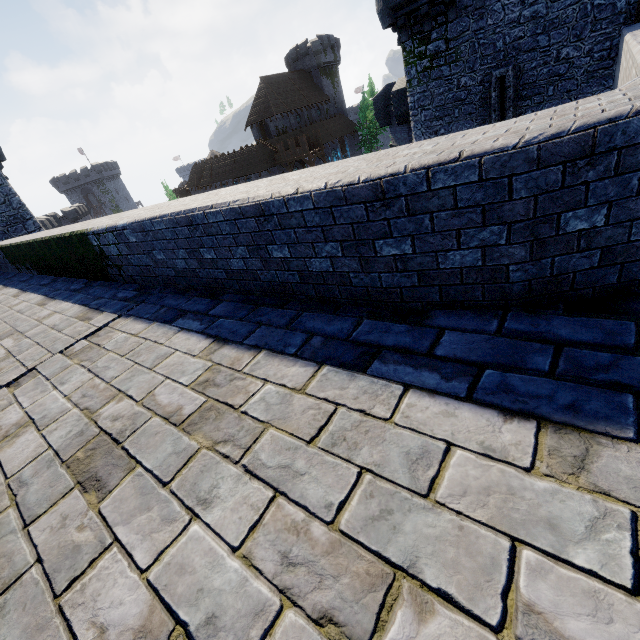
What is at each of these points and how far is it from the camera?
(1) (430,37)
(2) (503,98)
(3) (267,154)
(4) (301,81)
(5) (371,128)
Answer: (1) building tower, 13.55m
(2) window slit, 13.28m
(3) building, 45.38m
(4) building, 54.78m
(5) tree, 56.88m

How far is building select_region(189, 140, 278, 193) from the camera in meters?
44.8

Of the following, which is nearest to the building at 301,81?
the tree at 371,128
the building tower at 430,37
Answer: the tree at 371,128

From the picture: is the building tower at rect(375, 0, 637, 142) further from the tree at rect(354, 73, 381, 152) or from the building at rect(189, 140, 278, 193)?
the tree at rect(354, 73, 381, 152)

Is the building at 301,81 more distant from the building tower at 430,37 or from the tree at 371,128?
the building tower at 430,37

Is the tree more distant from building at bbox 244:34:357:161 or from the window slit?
the window slit

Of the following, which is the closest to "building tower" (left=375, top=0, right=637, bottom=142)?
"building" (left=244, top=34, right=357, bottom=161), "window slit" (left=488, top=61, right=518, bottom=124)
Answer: "window slit" (left=488, top=61, right=518, bottom=124)
